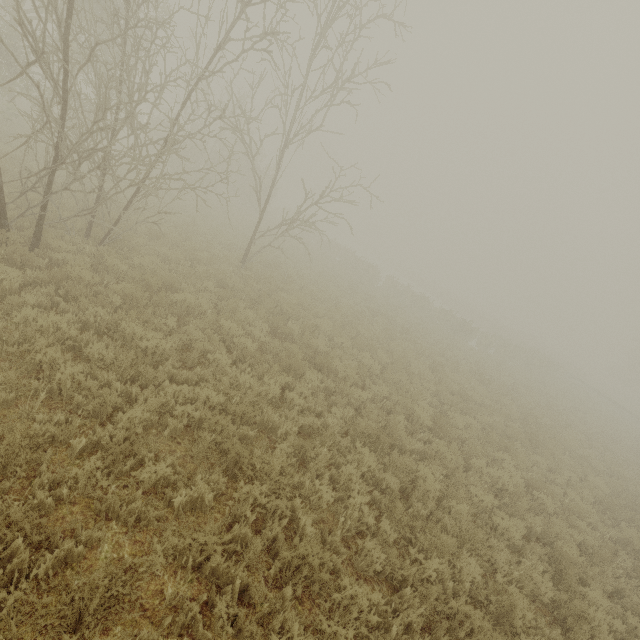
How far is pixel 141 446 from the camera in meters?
4.2
